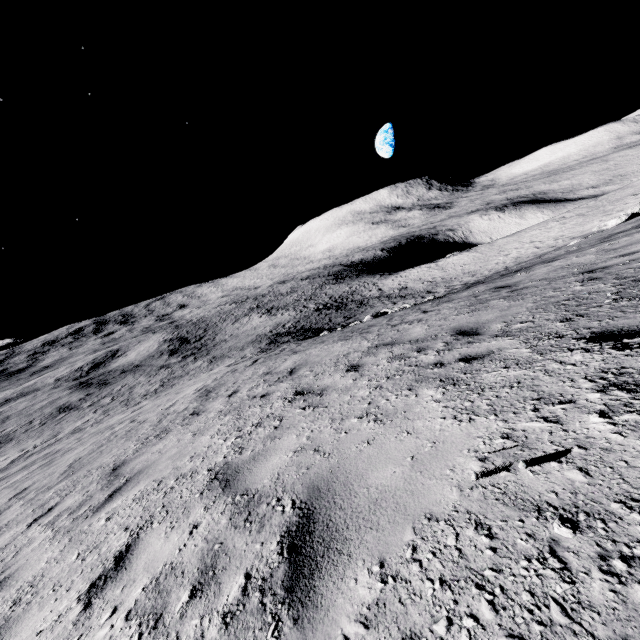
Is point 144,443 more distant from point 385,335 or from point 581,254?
point 581,254
